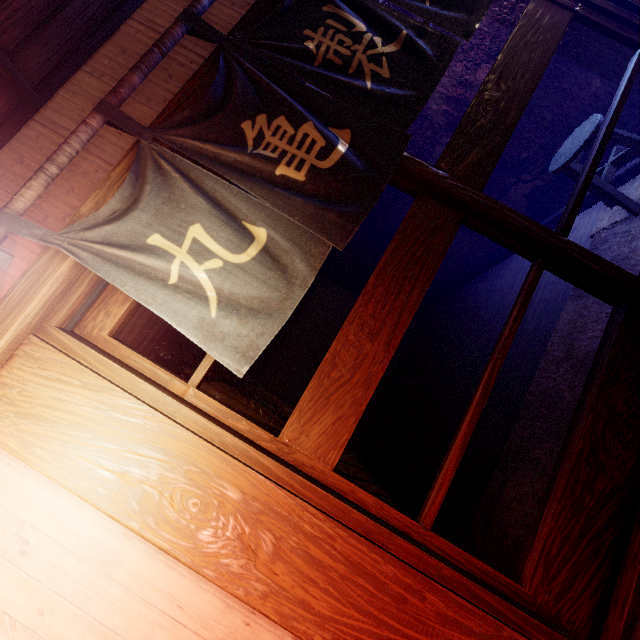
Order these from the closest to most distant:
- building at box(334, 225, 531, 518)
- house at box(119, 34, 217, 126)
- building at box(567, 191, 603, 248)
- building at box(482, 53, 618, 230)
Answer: house at box(119, 34, 217, 126) < building at box(482, 53, 618, 230) < building at box(567, 191, 603, 248) < building at box(334, 225, 531, 518)

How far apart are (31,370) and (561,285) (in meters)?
7.45

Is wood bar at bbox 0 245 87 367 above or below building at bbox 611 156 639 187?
above

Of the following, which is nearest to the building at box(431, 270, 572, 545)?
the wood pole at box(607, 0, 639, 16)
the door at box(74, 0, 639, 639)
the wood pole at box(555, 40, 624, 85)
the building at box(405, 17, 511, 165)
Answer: the building at box(405, 17, 511, 165)

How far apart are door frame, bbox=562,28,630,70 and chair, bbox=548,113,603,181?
0.5 meters

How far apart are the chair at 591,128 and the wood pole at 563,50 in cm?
34

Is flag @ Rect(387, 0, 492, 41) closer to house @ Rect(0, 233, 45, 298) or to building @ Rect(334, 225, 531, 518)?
house @ Rect(0, 233, 45, 298)

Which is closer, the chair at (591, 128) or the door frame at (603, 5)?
the door frame at (603, 5)
